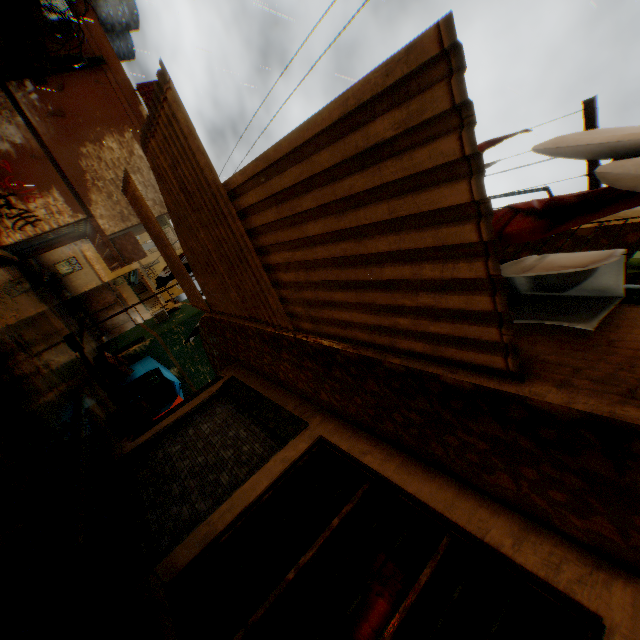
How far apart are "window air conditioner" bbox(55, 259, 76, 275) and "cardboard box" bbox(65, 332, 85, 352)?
13.4m

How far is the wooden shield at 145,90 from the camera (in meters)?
13.17

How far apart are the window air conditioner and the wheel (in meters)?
8.23

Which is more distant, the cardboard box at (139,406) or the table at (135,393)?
the table at (135,393)

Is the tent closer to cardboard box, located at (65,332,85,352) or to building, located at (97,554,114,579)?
building, located at (97,554,114,579)

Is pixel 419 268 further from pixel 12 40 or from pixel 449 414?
pixel 12 40

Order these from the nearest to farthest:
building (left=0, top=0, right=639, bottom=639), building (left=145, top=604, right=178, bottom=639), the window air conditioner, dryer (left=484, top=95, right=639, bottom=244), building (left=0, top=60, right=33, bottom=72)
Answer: dryer (left=484, top=95, right=639, bottom=244), building (left=0, top=0, right=639, bottom=639), building (left=145, top=604, right=178, bottom=639), building (left=0, top=60, right=33, bottom=72), the window air conditioner

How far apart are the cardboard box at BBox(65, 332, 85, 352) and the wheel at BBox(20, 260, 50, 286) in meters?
4.7
